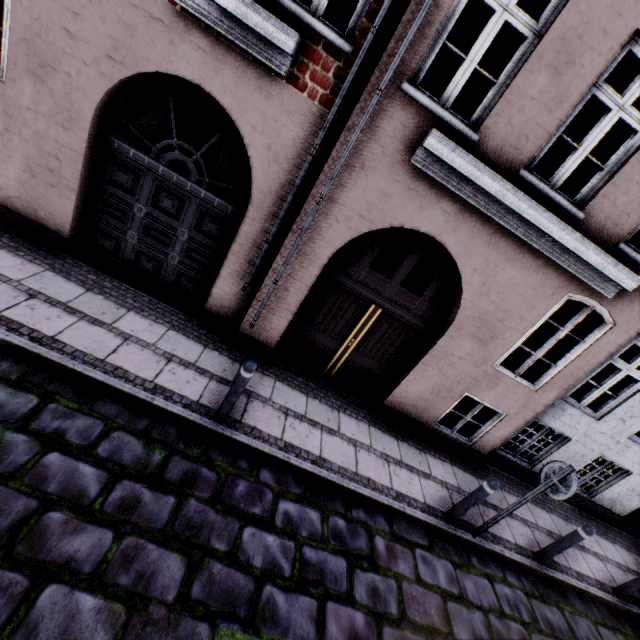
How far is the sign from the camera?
4.3 meters

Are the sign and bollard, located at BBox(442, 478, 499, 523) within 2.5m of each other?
yes

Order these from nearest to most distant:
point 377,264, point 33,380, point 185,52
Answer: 1. point 33,380
2. point 185,52
3. point 377,264

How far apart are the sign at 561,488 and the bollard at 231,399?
4.4 meters

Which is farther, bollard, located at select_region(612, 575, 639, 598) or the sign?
bollard, located at select_region(612, 575, 639, 598)

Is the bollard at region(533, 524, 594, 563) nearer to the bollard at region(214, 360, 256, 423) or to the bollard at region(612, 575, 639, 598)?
the bollard at region(612, 575, 639, 598)

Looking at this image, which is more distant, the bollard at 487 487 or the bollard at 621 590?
the bollard at 621 590

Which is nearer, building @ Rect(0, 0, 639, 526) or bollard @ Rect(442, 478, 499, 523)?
building @ Rect(0, 0, 639, 526)
